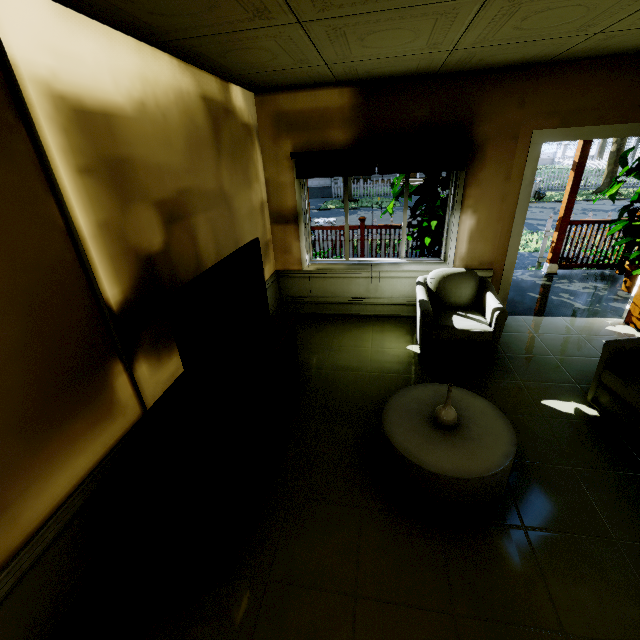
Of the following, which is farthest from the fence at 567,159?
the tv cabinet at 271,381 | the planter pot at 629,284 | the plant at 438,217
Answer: the planter pot at 629,284

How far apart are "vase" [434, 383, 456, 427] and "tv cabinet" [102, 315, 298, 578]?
1.33m

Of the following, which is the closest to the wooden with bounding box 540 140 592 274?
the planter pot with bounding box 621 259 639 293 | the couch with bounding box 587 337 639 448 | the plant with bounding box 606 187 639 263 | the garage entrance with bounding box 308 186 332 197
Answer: the plant with bounding box 606 187 639 263

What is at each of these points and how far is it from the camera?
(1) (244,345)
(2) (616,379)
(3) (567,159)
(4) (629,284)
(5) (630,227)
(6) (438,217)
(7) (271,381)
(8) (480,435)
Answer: (1) tv, 2.50m
(2) couch, 2.49m
(3) fence, 33.78m
(4) planter pot, 4.84m
(5) plant, 4.48m
(6) plant, 4.65m
(7) tv cabinet, 2.79m
(8) table, 2.18m

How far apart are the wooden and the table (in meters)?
4.44

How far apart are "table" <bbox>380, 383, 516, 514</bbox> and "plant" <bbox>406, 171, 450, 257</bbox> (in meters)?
2.63

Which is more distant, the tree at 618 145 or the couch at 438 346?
the tree at 618 145

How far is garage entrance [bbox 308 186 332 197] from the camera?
22.65m
